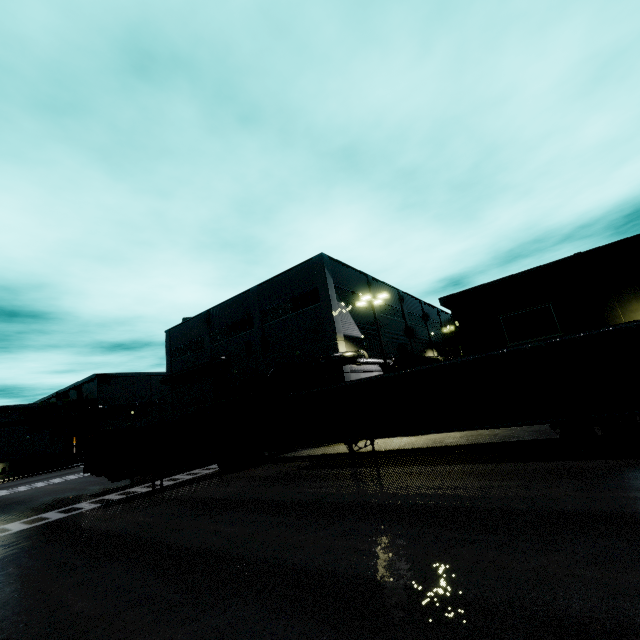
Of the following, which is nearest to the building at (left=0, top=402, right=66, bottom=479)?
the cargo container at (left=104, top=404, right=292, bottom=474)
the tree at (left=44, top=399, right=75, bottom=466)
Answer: the tree at (left=44, top=399, right=75, bottom=466)

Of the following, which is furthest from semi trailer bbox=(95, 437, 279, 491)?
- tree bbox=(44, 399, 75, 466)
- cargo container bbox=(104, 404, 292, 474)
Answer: tree bbox=(44, 399, 75, 466)

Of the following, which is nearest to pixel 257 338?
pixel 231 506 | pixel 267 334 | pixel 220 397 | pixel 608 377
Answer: pixel 267 334

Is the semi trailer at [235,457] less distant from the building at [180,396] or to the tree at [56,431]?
the building at [180,396]

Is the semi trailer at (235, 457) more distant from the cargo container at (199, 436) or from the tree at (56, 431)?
the tree at (56, 431)

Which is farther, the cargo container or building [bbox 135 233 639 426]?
building [bbox 135 233 639 426]

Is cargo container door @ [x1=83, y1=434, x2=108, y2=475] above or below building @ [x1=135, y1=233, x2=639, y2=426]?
below

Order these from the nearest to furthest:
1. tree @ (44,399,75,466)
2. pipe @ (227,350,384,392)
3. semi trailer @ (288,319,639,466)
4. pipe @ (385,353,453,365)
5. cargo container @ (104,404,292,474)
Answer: semi trailer @ (288,319,639,466), cargo container @ (104,404,292,474), pipe @ (227,350,384,392), pipe @ (385,353,453,365), tree @ (44,399,75,466)
